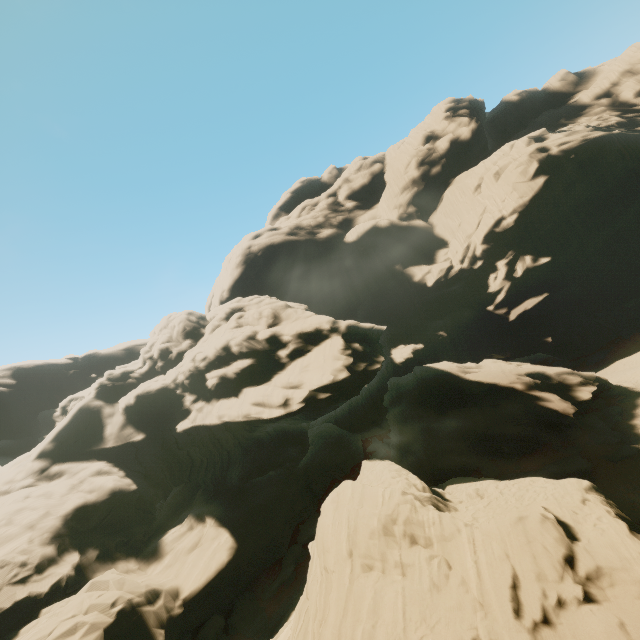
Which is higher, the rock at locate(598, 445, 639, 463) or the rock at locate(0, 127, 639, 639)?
the rock at locate(0, 127, 639, 639)

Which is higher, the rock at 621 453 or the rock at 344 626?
the rock at 344 626

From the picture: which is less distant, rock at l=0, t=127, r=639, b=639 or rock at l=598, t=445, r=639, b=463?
rock at l=0, t=127, r=639, b=639

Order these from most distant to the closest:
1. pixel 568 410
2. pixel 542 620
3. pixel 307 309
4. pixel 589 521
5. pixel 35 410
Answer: pixel 35 410, pixel 307 309, pixel 568 410, pixel 589 521, pixel 542 620

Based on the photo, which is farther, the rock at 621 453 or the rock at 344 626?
the rock at 621 453
